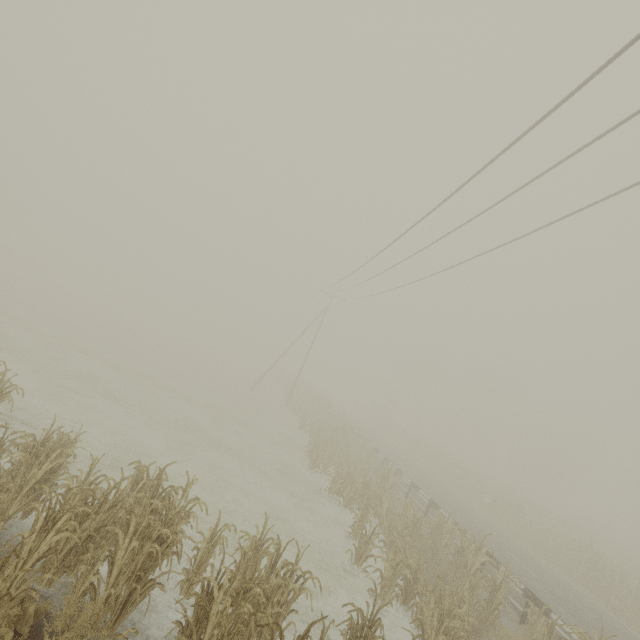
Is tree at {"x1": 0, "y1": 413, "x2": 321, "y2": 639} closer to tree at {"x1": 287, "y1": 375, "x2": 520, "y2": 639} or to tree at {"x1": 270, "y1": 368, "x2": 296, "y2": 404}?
tree at {"x1": 287, "y1": 375, "x2": 520, "y2": 639}

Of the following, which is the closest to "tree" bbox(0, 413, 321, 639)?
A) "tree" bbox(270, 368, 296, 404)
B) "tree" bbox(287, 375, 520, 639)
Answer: "tree" bbox(287, 375, 520, 639)

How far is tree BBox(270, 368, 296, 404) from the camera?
37.66m

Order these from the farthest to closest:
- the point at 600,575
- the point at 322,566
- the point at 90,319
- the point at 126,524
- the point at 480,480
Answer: the point at 90,319
the point at 480,480
the point at 600,575
the point at 322,566
the point at 126,524

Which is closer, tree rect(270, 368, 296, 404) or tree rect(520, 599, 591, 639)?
tree rect(520, 599, 591, 639)

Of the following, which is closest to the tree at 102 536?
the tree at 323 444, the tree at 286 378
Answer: the tree at 323 444

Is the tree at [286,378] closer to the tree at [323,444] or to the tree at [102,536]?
the tree at [323,444]
